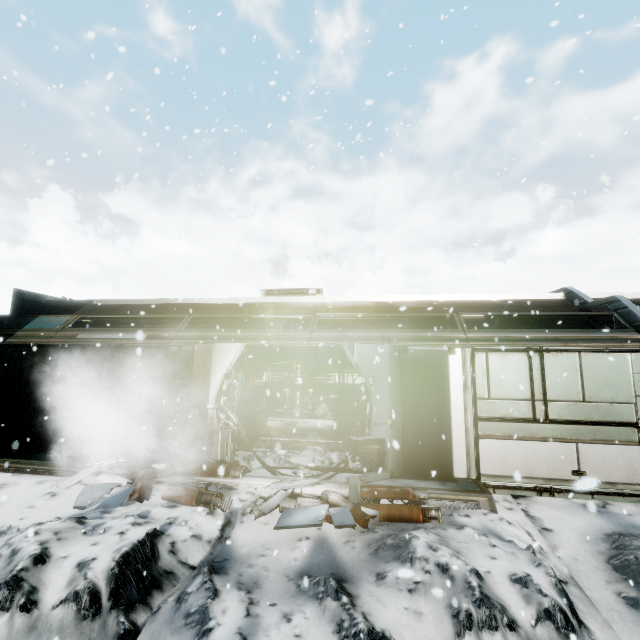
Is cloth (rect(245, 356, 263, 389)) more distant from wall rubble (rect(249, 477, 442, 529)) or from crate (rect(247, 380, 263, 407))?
wall rubble (rect(249, 477, 442, 529))

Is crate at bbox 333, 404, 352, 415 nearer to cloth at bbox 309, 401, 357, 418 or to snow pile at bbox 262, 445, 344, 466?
cloth at bbox 309, 401, 357, 418

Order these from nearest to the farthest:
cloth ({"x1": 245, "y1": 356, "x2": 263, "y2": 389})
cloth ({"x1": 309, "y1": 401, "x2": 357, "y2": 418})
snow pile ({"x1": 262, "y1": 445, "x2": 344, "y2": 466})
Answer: snow pile ({"x1": 262, "y1": 445, "x2": 344, "y2": 466}) < cloth ({"x1": 309, "y1": 401, "x2": 357, "y2": 418}) < cloth ({"x1": 245, "y1": 356, "x2": 263, "y2": 389})

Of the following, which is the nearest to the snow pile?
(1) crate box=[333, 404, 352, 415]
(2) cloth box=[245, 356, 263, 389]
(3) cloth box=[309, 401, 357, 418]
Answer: (3) cloth box=[309, 401, 357, 418]

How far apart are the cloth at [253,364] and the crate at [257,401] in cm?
32

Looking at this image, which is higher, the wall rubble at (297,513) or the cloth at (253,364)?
the cloth at (253,364)

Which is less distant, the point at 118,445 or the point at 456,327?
the point at 118,445

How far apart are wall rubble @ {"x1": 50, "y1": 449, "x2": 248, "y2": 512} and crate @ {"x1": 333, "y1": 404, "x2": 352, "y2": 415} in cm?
790
